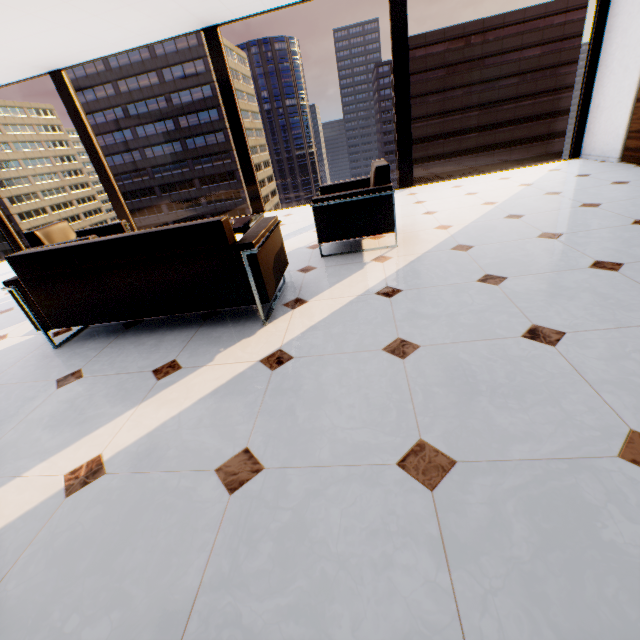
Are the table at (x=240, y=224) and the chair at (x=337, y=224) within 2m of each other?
yes

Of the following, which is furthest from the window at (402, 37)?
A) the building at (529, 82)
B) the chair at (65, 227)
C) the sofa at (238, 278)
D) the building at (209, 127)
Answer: the building at (209, 127)

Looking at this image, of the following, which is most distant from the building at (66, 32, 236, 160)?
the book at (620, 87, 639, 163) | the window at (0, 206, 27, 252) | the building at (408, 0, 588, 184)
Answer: the book at (620, 87, 639, 163)

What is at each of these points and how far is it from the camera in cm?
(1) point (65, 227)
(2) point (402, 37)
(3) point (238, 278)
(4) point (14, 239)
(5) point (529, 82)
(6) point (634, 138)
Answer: (1) chair, 419
(2) window, 508
(3) sofa, 222
(4) window, 749
(5) building, 4888
(6) book, 452

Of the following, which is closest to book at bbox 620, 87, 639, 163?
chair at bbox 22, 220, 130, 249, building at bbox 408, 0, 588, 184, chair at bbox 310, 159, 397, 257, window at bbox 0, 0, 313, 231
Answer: window at bbox 0, 0, 313, 231

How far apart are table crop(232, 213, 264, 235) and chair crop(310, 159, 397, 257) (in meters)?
0.72

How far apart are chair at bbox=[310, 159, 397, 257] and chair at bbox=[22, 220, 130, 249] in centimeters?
260cm

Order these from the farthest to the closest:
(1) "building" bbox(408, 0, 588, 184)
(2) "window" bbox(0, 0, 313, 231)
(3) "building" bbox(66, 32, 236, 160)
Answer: (3) "building" bbox(66, 32, 236, 160) < (1) "building" bbox(408, 0, 588, 184) < (2) "window" bbox(0, 0, 313, 231)
